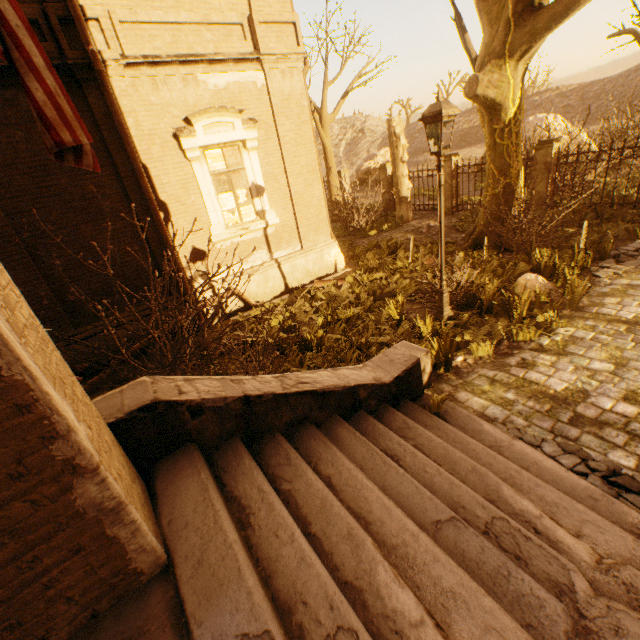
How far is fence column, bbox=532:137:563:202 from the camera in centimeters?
1130cm

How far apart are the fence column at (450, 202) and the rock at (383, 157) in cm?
1915

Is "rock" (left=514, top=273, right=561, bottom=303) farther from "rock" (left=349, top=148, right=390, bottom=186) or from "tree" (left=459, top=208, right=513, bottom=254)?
"rock" (left=349, top=148, right=390, bottom=186)

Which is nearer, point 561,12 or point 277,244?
point 561,12

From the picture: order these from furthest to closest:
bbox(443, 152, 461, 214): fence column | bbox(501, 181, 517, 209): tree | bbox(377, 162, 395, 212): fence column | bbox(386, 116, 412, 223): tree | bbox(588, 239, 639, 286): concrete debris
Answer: bbox(377, 162, 395, 212): fence column, bbox(443, 152, 461, 214): fence column, bbox(386, 116, 412, 223): tree, bbox(501, 181, 517, 209): tree, bbox(588, 239, 639, 286): concrete debris

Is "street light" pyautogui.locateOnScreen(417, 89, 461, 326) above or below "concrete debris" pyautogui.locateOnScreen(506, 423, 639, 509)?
above

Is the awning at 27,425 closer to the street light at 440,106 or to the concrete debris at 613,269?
the street light at 440,106

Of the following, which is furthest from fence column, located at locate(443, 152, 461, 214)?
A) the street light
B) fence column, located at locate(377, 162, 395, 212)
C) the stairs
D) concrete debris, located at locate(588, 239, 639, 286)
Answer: the stairs
